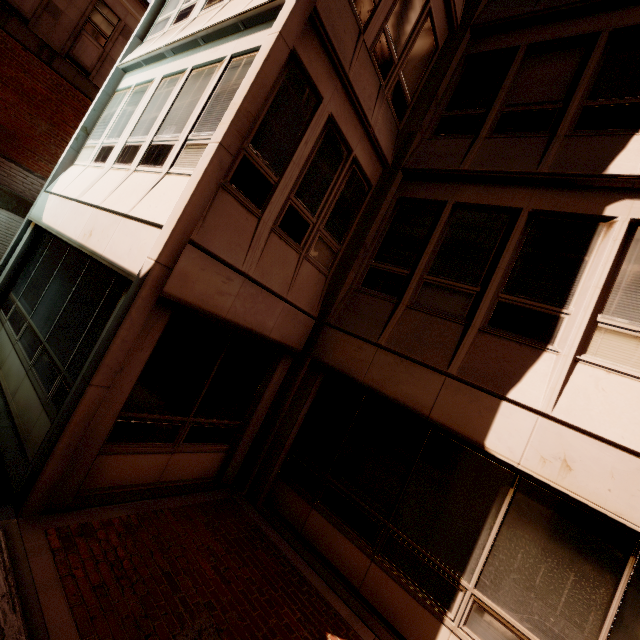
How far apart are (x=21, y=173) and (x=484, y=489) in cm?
1863

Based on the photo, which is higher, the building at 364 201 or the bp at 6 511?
the building at 364 201

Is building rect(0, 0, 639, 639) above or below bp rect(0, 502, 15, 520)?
above
